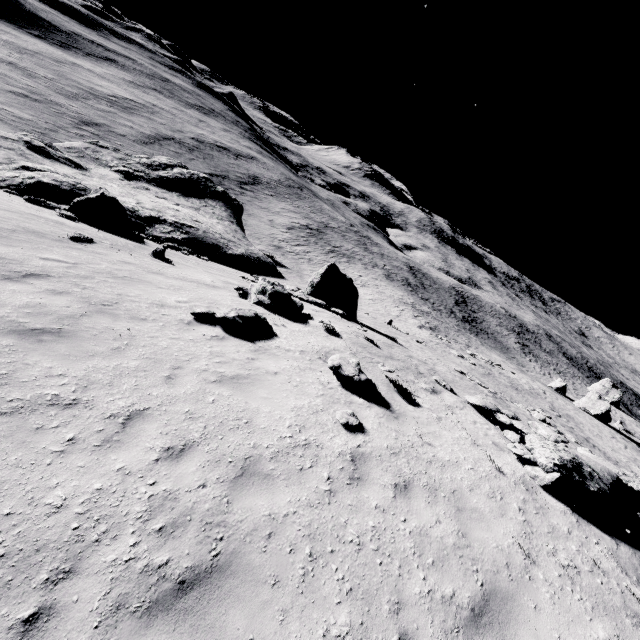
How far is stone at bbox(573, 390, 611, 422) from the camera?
33.3 meters

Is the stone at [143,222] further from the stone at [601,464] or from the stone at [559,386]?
the stone at [559,386]

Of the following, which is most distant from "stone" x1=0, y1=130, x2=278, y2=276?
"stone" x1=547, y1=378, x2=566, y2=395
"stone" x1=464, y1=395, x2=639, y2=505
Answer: "stone" x1=547, y1=378, x2=566, y2=395

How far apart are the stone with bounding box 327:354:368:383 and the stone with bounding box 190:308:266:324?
2.7m

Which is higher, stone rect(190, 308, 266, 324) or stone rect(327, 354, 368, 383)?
stone rect(327, 354, 368, 383)

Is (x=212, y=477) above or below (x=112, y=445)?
above

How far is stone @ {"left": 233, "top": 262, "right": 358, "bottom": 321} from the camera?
12.2 meters

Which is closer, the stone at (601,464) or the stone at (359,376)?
the stone at (601,464)
